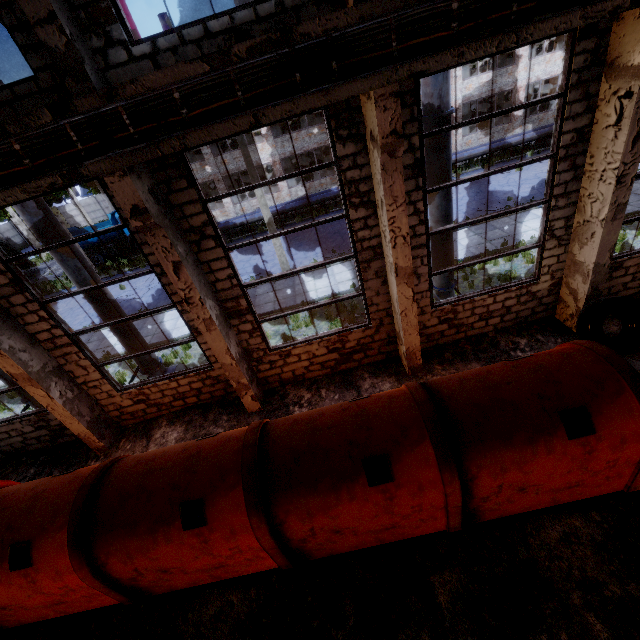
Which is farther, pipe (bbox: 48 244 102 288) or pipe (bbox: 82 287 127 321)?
pipe (bbox: 82 287 127 321)

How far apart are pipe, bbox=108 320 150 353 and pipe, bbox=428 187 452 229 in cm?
873

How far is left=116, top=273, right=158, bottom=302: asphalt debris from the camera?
19.8m

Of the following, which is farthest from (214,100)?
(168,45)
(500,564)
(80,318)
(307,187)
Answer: (307,187)

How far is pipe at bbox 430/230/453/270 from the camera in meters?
8.5 m

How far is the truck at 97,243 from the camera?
26.8 meters

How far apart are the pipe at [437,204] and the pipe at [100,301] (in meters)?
8.73

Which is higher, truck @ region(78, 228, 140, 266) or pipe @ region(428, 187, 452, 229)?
pipe @ region(428, 187, 452, 229)
